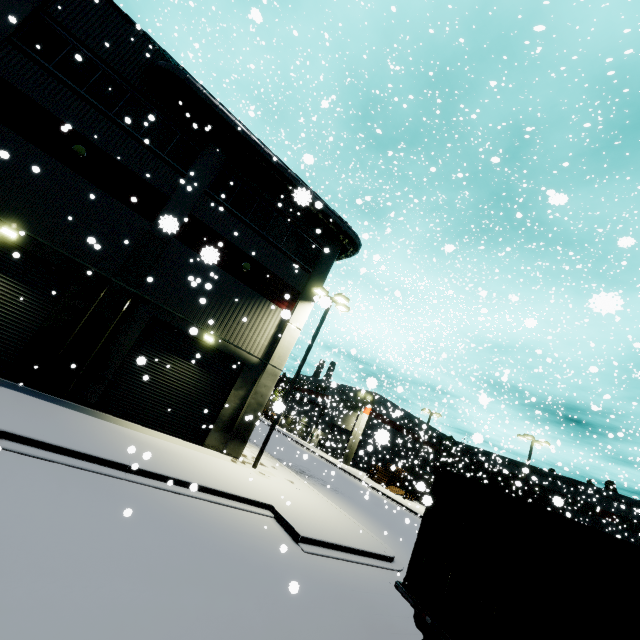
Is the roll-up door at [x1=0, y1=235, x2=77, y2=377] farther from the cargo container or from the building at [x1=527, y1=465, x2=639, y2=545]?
the cargo container

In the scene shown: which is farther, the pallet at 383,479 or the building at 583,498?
the building at 583,498

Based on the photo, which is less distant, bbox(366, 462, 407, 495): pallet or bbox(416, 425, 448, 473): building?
bbox(366, 462, 407, 495): pallet

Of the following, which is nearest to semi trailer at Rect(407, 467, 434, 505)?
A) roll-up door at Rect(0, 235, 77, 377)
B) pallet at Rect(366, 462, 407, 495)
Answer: roll-up door at Rect(0, 235, 77, 377)

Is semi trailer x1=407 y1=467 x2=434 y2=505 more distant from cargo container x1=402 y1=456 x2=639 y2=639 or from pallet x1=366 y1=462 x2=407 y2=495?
pallet x1=366 y1=462 x2=407 y2=495

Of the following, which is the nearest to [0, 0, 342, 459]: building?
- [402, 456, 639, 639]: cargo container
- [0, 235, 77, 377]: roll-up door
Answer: [0, 235, 77, 377]: roll-up door

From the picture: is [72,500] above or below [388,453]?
below

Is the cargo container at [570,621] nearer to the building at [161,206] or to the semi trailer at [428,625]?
the semi trailer at [428,625]
